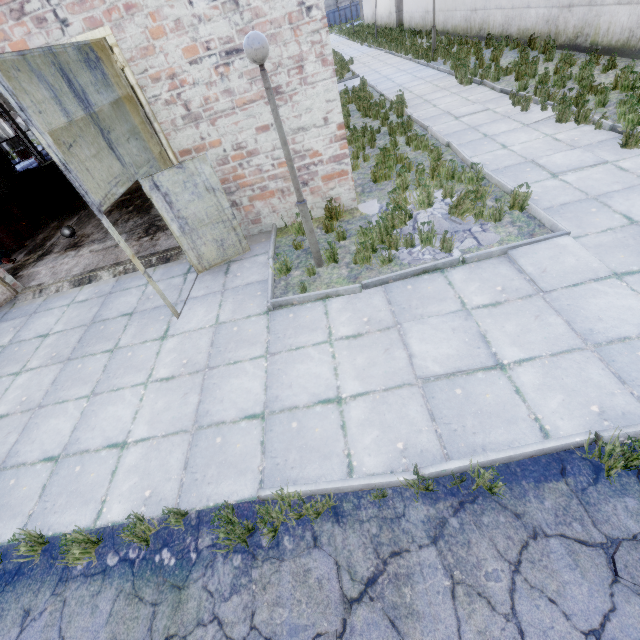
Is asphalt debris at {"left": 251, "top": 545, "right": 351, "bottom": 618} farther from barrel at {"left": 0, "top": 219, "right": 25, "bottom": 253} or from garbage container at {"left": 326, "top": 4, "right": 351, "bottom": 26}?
garbage container at {"left": 326, "top": 4, "right": 351, "bottom": 26}

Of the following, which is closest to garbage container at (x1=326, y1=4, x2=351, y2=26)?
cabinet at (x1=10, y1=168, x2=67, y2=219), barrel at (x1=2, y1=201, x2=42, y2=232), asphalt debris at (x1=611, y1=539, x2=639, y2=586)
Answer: cabinet at (x1=10, y1=168, x2=67, y2=219)

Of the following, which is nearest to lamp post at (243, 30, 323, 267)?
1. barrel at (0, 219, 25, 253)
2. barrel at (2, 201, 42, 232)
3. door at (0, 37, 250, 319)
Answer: door at (0, 37, 250, 319)

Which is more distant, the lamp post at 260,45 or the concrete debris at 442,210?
the concrete debris at 442,210

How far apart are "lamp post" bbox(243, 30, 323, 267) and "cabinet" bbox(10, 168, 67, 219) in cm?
1255

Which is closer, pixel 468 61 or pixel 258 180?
pixel 258 180

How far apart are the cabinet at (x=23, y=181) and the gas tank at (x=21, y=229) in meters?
1.1

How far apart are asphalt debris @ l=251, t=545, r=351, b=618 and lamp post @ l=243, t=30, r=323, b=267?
4.46m
